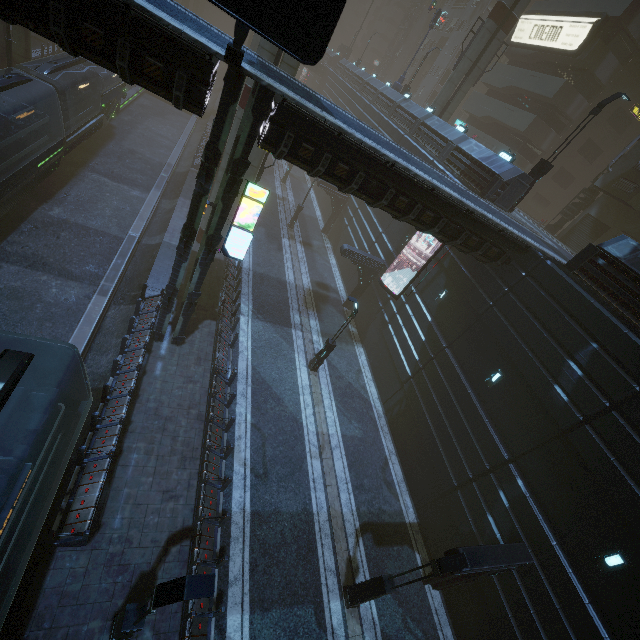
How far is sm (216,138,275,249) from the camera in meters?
19.0

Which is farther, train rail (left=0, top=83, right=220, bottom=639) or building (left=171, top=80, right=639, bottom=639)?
train rail (left=0, top=83, right=220, bottom=639)

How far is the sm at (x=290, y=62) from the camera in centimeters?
1620cm

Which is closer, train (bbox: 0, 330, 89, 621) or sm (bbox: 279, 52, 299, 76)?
train (bbox: 0, 330, 89, 621)

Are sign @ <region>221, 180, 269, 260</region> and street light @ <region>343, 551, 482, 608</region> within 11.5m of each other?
no

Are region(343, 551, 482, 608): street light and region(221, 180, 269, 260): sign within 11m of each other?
no

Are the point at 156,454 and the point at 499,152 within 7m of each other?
no

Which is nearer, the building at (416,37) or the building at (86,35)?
the building at (86,35)
